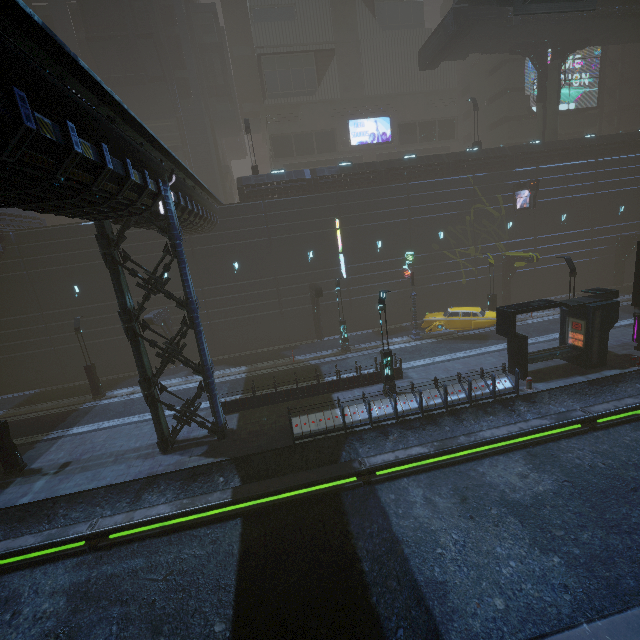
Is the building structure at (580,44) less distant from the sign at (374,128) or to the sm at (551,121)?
the sm at (551,121)

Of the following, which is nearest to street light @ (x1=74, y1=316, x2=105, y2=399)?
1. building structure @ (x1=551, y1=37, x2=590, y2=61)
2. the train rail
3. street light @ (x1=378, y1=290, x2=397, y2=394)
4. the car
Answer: the train rail

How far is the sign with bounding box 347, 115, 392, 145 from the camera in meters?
38.8 m

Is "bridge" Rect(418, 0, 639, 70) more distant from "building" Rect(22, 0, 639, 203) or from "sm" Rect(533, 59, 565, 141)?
"building" Rect(22, 0, 639, 203)

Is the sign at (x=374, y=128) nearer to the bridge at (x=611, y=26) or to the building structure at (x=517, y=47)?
the bridge at (x=611, y=26)

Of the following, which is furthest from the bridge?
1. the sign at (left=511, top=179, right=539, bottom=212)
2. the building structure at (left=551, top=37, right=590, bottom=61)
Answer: the sign at (left=511, top=179, right=539, bottom=212)

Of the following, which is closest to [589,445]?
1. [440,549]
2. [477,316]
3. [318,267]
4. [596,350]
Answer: [596,350]

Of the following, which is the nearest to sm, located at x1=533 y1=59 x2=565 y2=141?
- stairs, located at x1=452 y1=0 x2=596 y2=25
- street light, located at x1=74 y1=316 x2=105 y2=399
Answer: stairs, located at x1=452 y1=0 x2=596 y2=25
